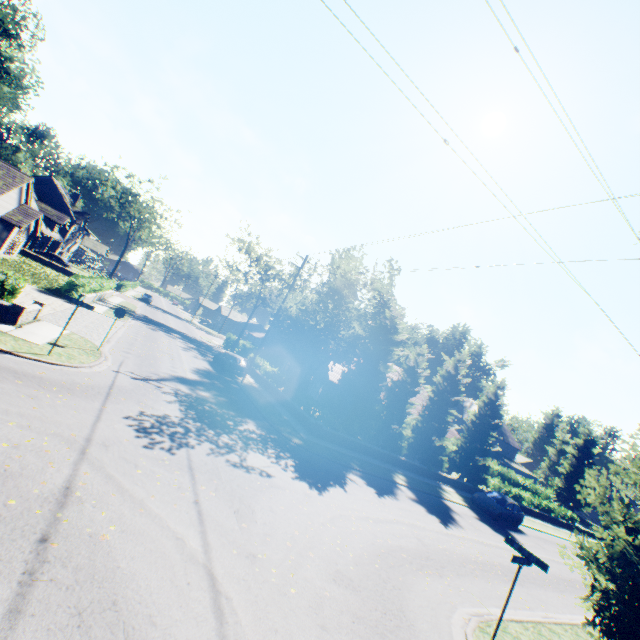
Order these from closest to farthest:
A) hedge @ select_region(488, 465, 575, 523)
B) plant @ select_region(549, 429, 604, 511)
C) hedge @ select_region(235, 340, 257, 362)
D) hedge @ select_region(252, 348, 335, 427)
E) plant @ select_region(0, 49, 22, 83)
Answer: hedge @ select_region(252, 348, 335, 427), hedge @ select_region(488, 465, 575, 523), hedge @ select_region(235, 340, 257, 362), plant @ select_region(549, 429, 604, 511), plant @ select_region(0, 49, 22, 83)

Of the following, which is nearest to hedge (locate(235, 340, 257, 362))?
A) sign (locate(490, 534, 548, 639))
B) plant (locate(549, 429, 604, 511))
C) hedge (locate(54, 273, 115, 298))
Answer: plant (locate(549, 429, 604, 511))

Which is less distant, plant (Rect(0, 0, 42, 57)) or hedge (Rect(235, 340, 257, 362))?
hedge (Rect(235, 340, 257, 362))

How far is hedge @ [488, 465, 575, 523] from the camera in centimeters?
3180cm

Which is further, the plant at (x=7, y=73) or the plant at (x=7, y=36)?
the plant at (x=7, y=73)

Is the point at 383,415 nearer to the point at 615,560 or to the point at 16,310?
the point at 615,560

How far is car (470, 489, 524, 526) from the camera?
22.36m

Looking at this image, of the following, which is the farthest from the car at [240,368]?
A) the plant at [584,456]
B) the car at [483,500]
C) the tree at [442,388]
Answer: the plant at [584,456]
